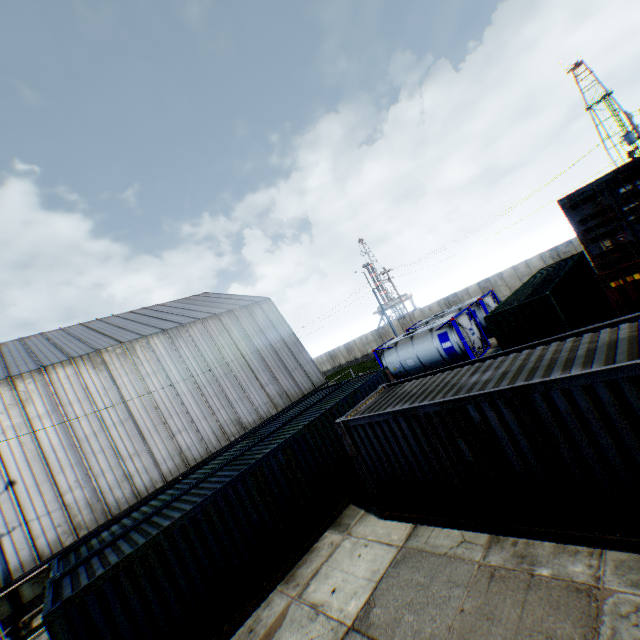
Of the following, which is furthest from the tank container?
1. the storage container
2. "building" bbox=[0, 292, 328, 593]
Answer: the storage container

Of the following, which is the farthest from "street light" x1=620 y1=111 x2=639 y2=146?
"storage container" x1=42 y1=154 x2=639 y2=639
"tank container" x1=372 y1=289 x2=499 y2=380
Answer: "storage container" x1=42 y1=154 x2=639 y2=639

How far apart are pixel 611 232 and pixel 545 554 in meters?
10.5

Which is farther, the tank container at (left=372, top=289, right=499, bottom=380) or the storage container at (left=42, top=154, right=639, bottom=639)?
the tank container at (left=372, top=289, right=499, bottom=380)

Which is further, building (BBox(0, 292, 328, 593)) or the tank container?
the tank container

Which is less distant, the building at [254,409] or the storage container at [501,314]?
the storage container at [501,314]

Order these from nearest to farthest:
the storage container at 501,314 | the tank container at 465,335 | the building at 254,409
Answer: the storage container at 501,314 < the building at 254,409 < the tank container at 465,335

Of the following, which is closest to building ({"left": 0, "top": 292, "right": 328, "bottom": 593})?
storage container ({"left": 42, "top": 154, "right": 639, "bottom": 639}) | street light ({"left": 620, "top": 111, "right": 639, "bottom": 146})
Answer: storage container ({"left": 42, "top": 154, "right": 639, "bottom": 639})
